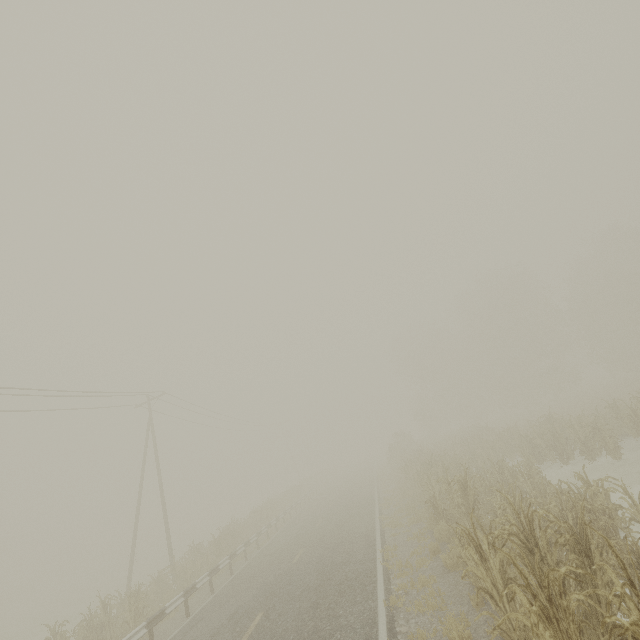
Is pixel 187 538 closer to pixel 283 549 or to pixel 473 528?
pixel 283 549

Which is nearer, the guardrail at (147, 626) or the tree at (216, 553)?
the guardrail at (147, 626)

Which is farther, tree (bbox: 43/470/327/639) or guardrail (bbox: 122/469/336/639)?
tree (bbox: 43/470/327/639)
